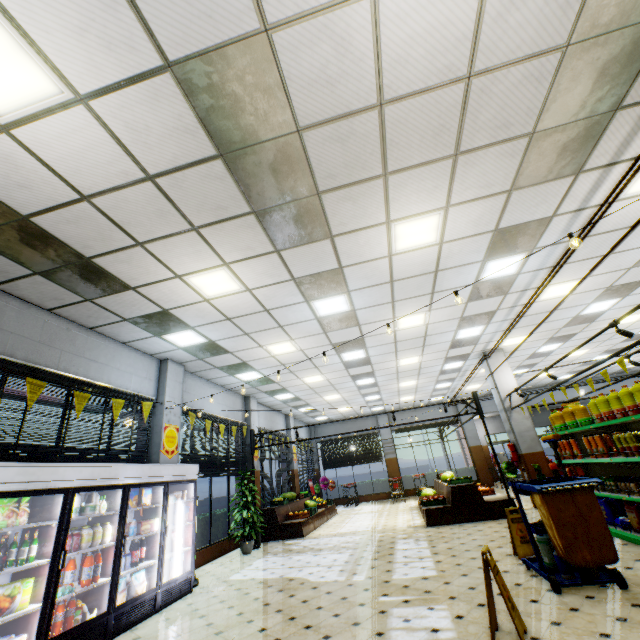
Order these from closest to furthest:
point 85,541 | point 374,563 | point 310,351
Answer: point 85,541 < point 374,563 < point 310,351

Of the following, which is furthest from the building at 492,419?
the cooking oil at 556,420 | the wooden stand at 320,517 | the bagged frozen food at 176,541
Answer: the cooking oil at 556,420

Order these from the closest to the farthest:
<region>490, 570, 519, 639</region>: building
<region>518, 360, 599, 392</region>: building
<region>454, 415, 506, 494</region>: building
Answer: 1. <region>490, 570, 519, 639</region>: building
2. <region>518, 360, 599, 392</region>: building
3. <region>454, 415, 506, 494</region>: building

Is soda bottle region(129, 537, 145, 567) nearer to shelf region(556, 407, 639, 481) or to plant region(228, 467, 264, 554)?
plant region(228, 467, 264, 554)

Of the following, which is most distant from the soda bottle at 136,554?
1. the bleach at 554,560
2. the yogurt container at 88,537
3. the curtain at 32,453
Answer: the bleach at 554,560

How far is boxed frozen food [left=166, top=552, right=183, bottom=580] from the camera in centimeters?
601cm

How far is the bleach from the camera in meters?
4.2

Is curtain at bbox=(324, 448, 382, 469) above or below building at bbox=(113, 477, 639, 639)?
above
